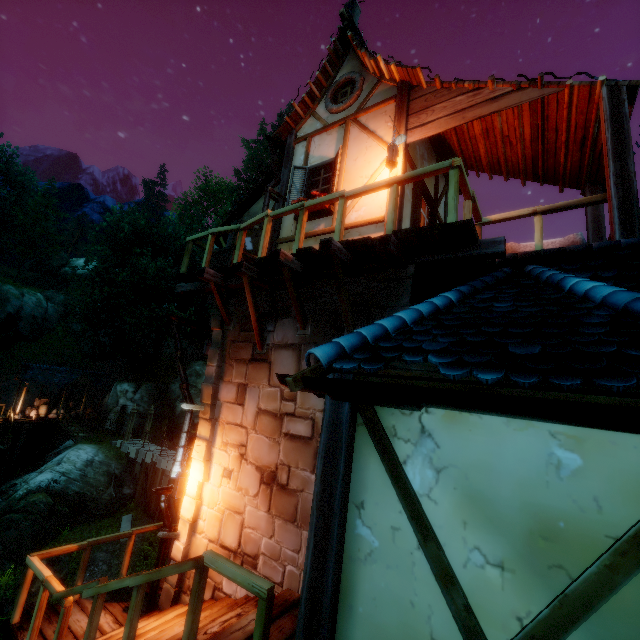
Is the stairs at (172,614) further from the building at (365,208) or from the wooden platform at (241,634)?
the building at (365,208)

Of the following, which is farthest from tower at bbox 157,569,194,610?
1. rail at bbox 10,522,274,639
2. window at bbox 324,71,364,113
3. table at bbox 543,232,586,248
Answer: window at bbox 324,71,364,113

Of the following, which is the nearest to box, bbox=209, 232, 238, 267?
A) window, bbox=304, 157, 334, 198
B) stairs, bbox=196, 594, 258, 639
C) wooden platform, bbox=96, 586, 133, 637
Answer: window, bbox=304, 157, 334, 198

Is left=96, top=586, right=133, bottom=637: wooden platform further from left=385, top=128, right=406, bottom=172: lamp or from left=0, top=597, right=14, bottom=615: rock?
left=0, top=597, right=14, bottom=615: rock

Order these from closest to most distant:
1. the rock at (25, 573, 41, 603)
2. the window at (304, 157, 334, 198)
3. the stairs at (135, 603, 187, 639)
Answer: the stairs at (135, 603, 187, 639)
the window at (304, 157, 334, 198)
the rock at (25, 573, 41, 603)

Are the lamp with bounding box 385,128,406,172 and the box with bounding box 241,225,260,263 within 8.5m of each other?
yes

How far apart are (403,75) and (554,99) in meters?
2.7 m

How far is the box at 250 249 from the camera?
6.88m
